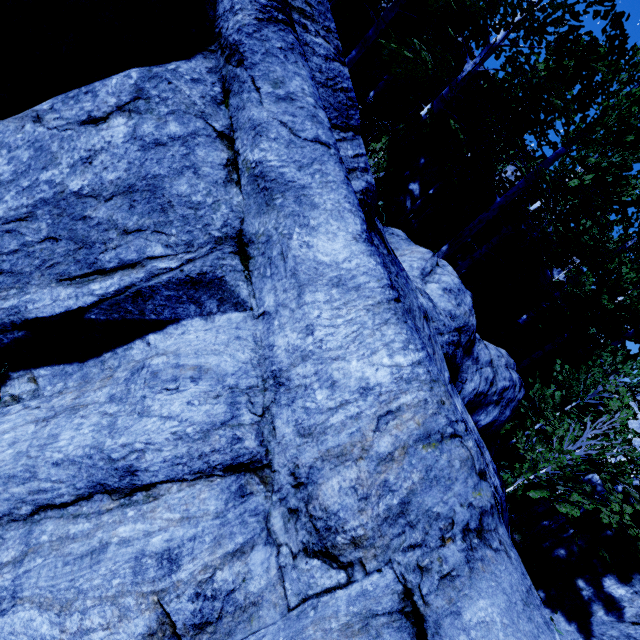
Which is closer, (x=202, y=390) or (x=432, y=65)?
(x=202, y=390)

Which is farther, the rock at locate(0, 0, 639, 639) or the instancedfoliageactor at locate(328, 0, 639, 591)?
the instancedfoliageactor at locate(328, 0, 639, 591)

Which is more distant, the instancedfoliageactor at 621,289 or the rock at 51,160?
the instancedfoliageactor at 621,289
